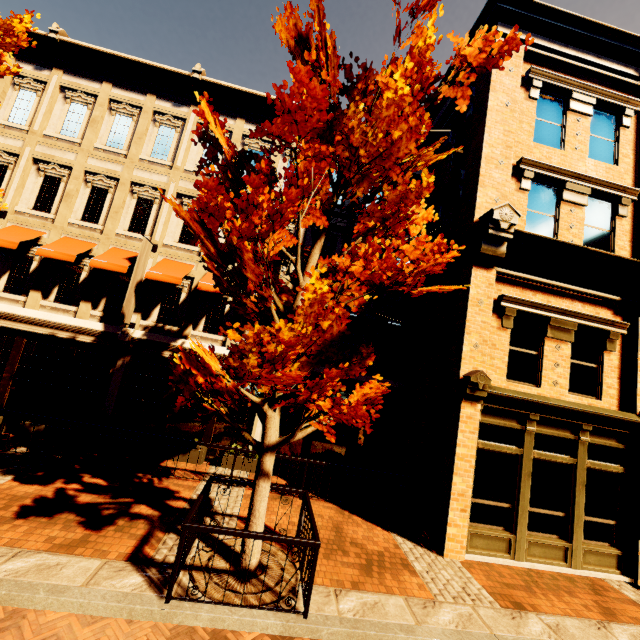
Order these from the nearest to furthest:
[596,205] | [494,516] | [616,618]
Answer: [616,618] → [494,516] → [596,205]

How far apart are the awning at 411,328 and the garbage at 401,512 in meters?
4.7

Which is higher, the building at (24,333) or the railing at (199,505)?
the building at (24,333)

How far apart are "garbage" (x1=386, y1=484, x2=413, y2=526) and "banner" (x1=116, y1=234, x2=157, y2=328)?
9.4 meters

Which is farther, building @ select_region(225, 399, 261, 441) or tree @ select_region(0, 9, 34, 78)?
building @ select_region(225, 399, 261, 441)

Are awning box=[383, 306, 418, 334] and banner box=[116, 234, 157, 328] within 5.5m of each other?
no

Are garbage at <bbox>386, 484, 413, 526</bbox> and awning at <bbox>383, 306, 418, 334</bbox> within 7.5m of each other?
yes
